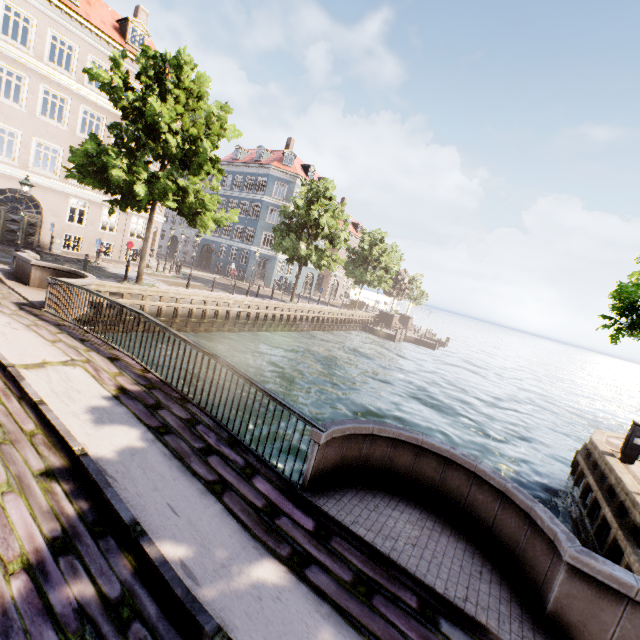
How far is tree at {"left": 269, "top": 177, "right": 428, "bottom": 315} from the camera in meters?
26.0

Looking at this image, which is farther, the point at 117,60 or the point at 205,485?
the point at 117,60

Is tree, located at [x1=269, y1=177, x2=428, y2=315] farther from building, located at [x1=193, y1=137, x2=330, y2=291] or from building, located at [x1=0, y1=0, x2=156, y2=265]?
building, located at [x1=193, y1=137, x2=330, y2=291]

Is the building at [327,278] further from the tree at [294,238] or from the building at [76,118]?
the building at [76,118]

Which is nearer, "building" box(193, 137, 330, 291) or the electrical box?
the electrical box

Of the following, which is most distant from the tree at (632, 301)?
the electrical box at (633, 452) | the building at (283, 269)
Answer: the building at (283, 269)

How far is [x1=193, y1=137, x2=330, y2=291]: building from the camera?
38.1m
